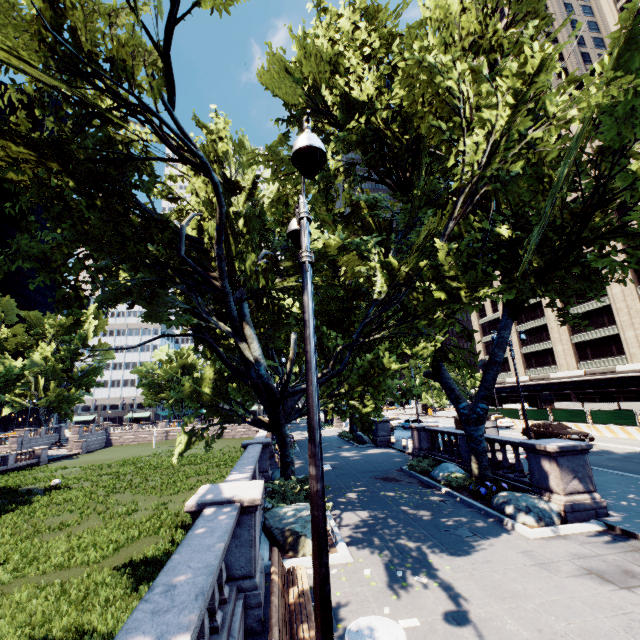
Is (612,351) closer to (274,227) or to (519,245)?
(519,245)

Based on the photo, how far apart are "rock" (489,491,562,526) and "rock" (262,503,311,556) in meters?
5.7 m

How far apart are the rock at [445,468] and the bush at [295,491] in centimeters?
640cm

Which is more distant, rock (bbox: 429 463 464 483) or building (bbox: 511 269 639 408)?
building (bbox: 511 269 639 408)

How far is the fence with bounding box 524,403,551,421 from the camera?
32.1m

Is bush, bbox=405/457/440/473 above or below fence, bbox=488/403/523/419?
below

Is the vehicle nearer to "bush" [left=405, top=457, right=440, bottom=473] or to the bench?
"bush" [left=405, top=457, right=440, bottom=473]

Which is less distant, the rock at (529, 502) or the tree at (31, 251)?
the rock at (529, 502)
